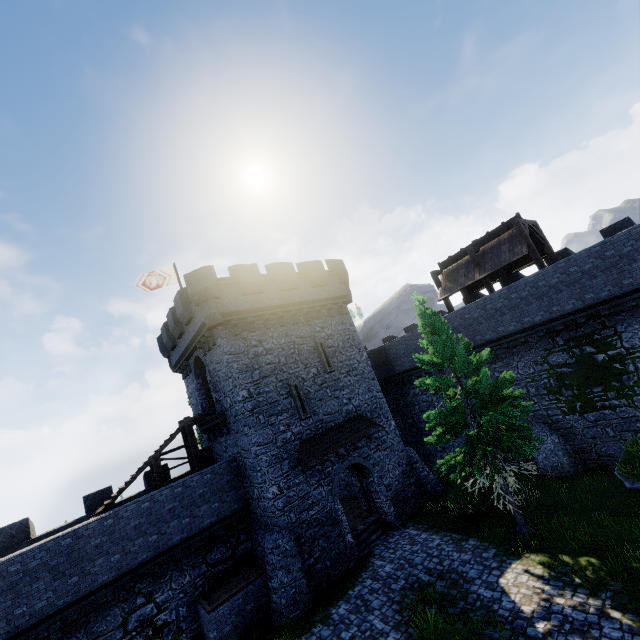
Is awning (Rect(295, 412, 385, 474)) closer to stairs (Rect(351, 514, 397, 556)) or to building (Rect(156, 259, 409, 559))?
building (Rect(156, 259, 409, 559))

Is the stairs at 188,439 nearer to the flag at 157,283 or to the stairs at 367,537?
the flag at 157,283

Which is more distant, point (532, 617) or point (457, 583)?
point (457, 583)

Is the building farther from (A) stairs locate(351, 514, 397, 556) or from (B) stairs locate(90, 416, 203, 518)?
(B) stairs locate(90, 416, 203, 518)

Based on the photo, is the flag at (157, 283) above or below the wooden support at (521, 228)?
above

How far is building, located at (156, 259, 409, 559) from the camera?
16.6 meters

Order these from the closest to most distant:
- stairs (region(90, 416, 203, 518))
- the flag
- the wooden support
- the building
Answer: stairs (region(90, 416, 203, 518)) → the building → the wooden support → the flag

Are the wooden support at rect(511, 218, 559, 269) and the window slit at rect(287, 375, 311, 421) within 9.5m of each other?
no
